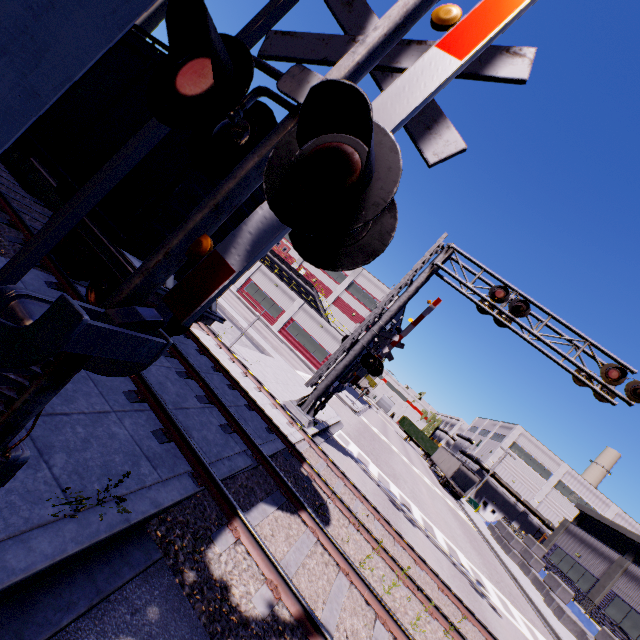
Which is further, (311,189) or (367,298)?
(367,298)

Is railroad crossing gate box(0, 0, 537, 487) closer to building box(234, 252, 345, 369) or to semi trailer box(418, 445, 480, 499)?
building box(234, 252, 345, 369)

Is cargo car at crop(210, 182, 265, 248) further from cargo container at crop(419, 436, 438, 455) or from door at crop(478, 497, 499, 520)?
door at crop(478, 497, 499, 520)

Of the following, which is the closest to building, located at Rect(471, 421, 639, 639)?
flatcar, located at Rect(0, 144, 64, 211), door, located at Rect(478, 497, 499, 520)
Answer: door, located at Rect(478, 497, 499, 520)

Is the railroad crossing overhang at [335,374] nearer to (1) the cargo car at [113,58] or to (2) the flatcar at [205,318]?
(1) the cargo car at [113,58]

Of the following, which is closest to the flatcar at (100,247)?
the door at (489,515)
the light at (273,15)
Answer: the light at (273,15)

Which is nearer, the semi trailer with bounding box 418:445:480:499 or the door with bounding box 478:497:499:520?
the semi trailer with bounding box 418:445:480:499

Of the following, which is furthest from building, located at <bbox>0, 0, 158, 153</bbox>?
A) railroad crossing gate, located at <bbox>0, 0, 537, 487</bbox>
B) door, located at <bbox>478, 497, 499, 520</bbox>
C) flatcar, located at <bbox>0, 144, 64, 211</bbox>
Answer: railroad crossing gate, located at <bbox>0, 0, 537, 487</bbox>
